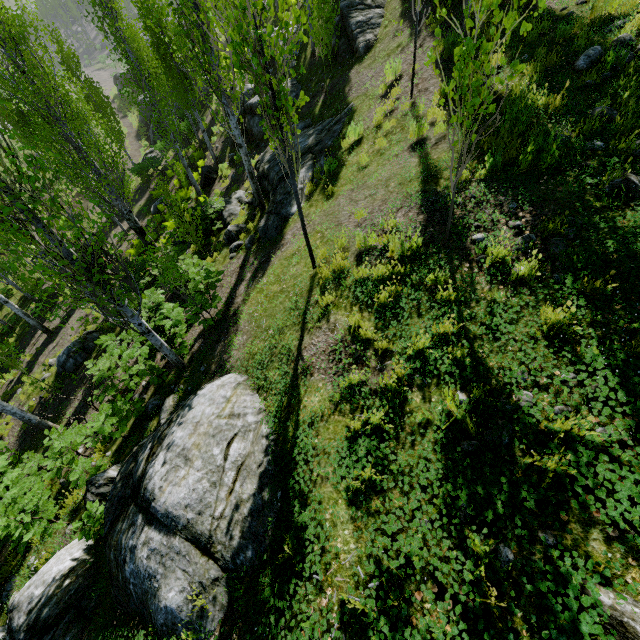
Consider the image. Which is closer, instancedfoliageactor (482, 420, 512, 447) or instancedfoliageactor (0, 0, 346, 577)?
instancedfoliageactor (482, 420, 512, 447)

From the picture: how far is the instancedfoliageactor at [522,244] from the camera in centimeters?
401cm

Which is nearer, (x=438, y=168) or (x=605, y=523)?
(x=605, y=523)

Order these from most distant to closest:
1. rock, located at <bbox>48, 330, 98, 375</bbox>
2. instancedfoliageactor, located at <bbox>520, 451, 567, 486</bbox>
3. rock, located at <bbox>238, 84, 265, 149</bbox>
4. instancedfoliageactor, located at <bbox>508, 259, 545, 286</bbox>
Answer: rock, located at <bbox>238, 84, 265, 149</bbox>
rock, located at <bbox>48, 330, 98, 375</bbox>
instancedfoliageactor, located at <bbox>508, 259, 545, 286</bbox>
instancedfoliageactor, located at <bbox>520, 451, 567, 486</bbox>

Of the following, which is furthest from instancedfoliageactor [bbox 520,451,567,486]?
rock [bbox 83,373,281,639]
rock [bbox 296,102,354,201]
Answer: rock [bbox 83,373,281,639]

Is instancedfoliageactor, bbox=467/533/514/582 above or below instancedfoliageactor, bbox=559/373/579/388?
below

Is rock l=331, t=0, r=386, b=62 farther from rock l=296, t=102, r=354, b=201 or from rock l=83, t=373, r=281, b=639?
rock l=83, t=373, r=281, b=639
